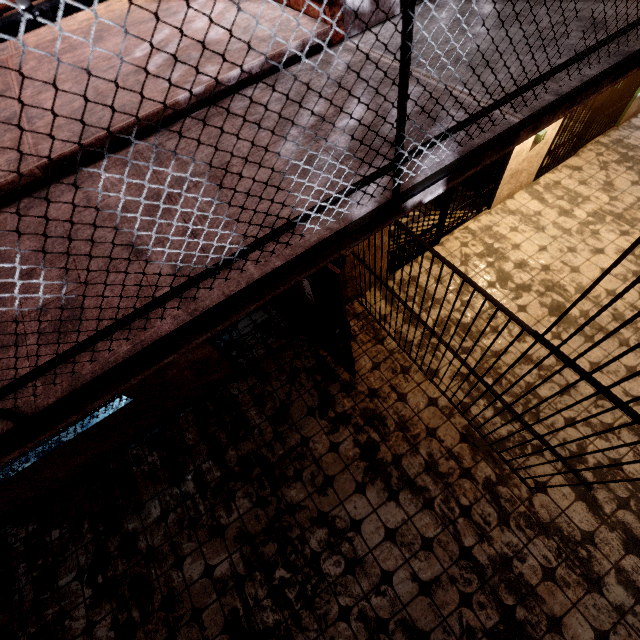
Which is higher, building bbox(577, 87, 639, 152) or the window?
the window

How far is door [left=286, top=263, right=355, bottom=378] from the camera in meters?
2.4

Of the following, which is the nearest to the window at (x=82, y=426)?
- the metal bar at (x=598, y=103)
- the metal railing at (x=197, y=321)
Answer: the metal railing at (x=197, y=321)

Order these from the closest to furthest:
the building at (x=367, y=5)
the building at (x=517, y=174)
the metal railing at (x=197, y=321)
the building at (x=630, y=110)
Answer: the metal railing at (x=197, y=321)
the building at (x=367, y=5)
the building at (x=517, y=174)
the building at (x=630, y=110)

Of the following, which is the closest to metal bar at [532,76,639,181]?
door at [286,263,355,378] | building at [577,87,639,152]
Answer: building at [577,87,639,152]

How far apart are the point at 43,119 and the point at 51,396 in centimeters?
187cm

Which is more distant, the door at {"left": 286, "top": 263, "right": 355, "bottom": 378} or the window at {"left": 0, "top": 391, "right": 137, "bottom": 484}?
the window at {"left": 0, "top": 391, "right": 137, "bottom": 484}

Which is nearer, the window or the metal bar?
the window
